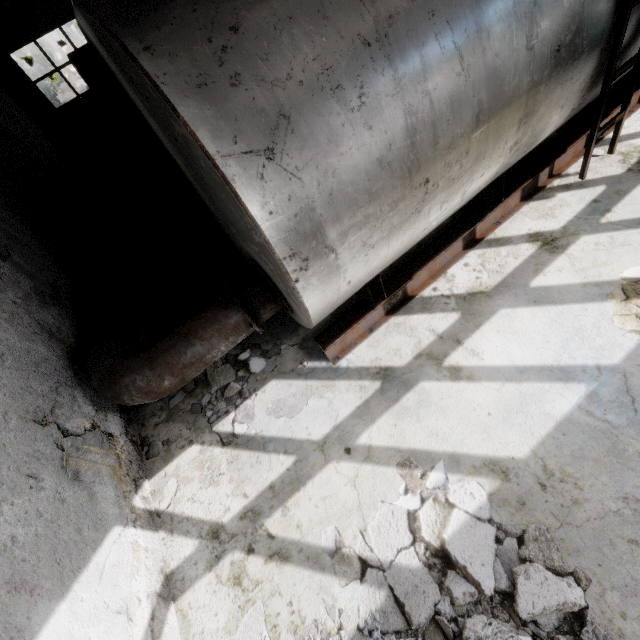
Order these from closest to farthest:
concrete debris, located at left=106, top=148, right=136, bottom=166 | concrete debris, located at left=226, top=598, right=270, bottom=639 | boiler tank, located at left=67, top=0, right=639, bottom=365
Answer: boiler tank, located at left=67, top=0, right=639, bottom=365 → concrete debris, located at left=226, top=598, right=270, bottom=639 → concrete debris, located at left=106, top=148, right=136, bottom=166

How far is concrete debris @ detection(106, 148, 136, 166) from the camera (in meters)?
15.90

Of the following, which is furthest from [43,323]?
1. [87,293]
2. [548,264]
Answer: [548,264]

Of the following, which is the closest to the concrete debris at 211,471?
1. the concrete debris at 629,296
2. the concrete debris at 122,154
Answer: the concrete debris at 629,296

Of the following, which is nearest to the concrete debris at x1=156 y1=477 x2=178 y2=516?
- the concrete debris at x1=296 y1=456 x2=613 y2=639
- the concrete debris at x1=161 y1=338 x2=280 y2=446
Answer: the concrete debris at x1=161 y1=338 x2=280 y2=446

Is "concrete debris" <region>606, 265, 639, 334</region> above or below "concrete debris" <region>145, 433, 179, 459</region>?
above

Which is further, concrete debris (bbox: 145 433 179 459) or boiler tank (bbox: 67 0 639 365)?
concrete debris (bbox: 145 433 179 459)

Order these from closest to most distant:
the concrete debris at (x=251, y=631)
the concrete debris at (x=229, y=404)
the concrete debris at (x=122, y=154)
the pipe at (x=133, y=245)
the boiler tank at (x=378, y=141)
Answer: the boiler tank at (x=378, y=141) < the concrete debris at (x=251, y=631) < the pipe at (x=133, y=245) < the concrete debris at (x=229, y=404) < the concrete debris at (x=122, y=154)
